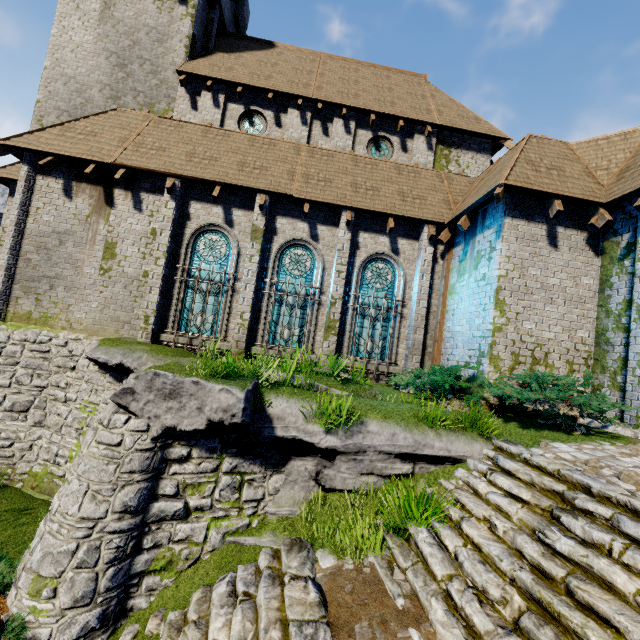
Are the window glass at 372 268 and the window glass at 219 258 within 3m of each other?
no

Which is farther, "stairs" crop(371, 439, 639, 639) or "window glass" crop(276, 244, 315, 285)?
"window glass" crop(276, 244, 315, 285)

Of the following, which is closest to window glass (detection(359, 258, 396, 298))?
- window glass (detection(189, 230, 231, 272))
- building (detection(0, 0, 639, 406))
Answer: building (detection(0, 0, 639, 406))

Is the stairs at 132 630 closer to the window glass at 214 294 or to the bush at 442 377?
the bush at 442 377

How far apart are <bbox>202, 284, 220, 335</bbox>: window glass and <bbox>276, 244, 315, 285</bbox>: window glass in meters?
1.5

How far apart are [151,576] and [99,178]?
11.69m

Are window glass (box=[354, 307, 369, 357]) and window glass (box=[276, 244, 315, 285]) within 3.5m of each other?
yes

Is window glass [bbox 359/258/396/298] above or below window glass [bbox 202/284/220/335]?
above
